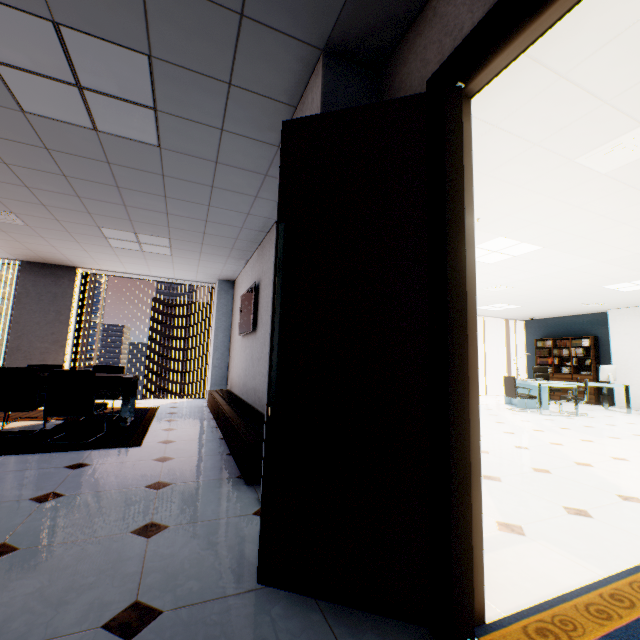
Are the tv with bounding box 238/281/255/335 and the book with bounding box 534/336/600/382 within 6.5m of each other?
no

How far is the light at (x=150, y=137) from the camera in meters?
2.0

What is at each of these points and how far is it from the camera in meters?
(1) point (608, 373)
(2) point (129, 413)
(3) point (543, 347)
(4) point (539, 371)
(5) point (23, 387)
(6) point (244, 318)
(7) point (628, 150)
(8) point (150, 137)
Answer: (1) monitor, 8.8 m
(2) table, 5.5 m
(3) book, 11.8 m
(4) chair, 10.5 m
(5) chair, 4.1 m
(6) tv, 5.8 m
(7) ceiling vent, 2.8 m
(8) light, 2.8 m

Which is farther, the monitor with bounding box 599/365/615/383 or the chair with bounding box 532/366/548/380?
the chair with bounding box 532/366/548/380

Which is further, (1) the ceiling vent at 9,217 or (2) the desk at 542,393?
(2) the desk at 542,393

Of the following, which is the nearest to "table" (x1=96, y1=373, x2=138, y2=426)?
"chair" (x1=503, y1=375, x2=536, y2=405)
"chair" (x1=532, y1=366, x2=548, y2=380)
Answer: "chair" (x1=503, y1=375, x2=536, y2=405)

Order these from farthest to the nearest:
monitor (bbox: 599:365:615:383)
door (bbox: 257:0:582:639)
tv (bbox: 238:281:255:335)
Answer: monitor (bbox: 599:365:615:383) < tv (bbox: 238:281:255:335) < door (bbox: 257:0:582:639)

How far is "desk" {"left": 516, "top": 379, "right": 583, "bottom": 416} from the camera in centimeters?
759cm
